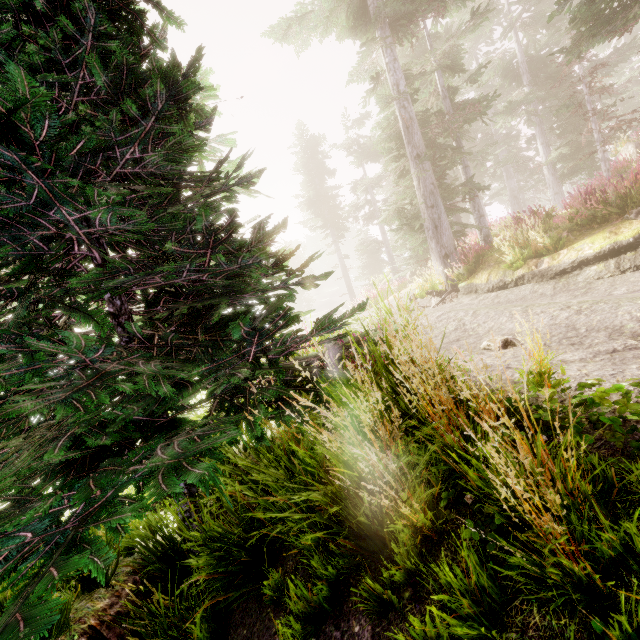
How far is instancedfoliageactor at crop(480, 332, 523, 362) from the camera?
1.5 meters

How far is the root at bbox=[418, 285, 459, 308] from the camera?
10.82m

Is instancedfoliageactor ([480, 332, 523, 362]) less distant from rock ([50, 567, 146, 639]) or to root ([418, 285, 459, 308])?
rock ([50, 567, 146, 639])

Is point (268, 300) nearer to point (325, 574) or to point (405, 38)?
point (325, 574)

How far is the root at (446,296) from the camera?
10.82m

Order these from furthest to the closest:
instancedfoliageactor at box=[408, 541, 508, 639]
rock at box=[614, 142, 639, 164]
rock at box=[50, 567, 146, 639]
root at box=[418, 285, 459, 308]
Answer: rock at box=[614, 142, 639, 164], root at box=[418, 285, 459, 308], rock at box=[50, 567, 146, 639], instancedfoliageactor at box=[408, 541, 508, 639]

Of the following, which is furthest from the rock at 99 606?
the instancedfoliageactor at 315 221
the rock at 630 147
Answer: the rock at 630 147

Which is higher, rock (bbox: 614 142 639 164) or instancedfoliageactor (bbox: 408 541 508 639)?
rock (bbox: 614 142 639 164)
